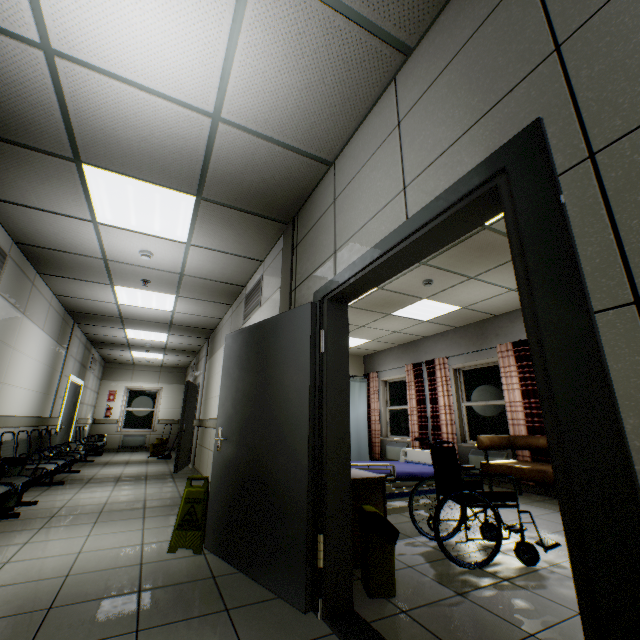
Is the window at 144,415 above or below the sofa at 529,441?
above

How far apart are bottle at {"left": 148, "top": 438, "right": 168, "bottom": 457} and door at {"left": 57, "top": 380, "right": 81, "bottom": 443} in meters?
2.1 m

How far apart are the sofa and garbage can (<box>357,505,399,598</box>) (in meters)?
3.17

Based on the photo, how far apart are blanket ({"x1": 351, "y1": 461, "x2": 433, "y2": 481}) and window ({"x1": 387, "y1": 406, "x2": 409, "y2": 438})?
4.8 meters

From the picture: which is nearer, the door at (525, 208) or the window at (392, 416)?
the door at (525, 208)

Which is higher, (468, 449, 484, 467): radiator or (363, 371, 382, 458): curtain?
(363, 371, 382, 458): curtain

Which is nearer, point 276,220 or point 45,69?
point 45,69

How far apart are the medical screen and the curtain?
4.3 meters
